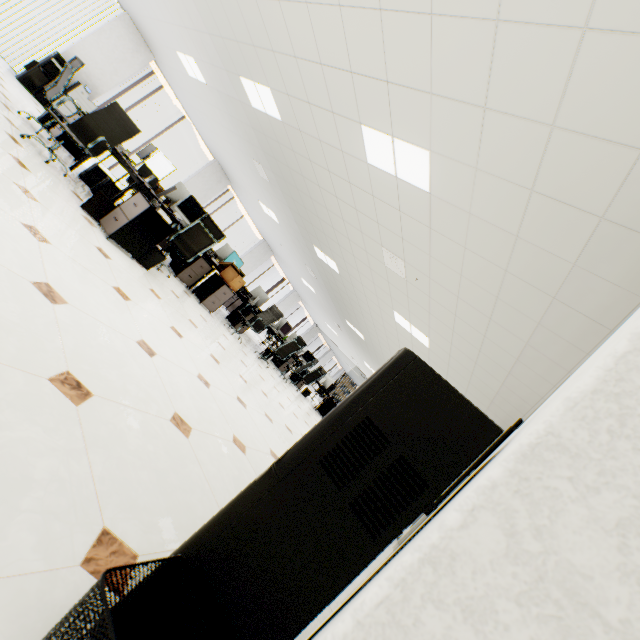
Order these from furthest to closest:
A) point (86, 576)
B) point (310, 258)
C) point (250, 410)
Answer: point (310, 258) < point (250, 410) < point (86, 576)

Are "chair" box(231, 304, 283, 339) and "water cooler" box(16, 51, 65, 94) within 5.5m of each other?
no

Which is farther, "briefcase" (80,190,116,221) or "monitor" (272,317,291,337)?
"monitor" (272,317,291,337)

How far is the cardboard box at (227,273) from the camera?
6.4m

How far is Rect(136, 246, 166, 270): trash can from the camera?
4.3m

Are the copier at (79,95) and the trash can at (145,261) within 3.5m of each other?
no

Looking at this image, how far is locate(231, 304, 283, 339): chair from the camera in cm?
717

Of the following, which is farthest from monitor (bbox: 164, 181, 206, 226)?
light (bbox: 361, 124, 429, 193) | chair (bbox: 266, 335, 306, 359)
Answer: light (bbox: 361, 124, 429, 193)
